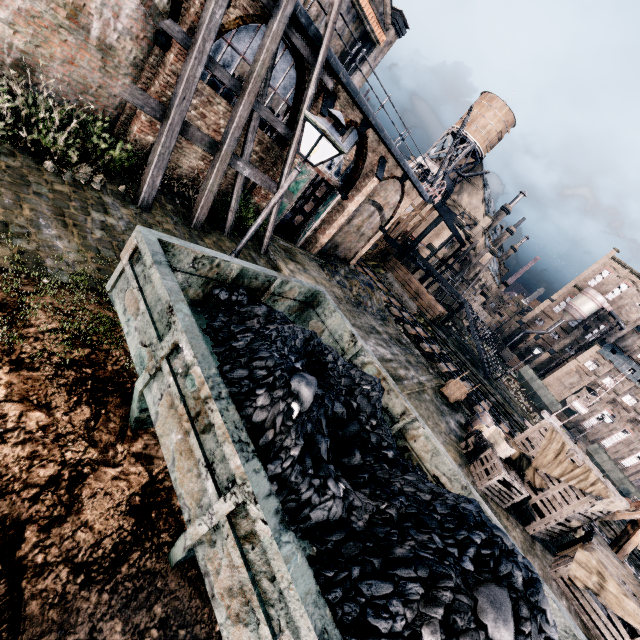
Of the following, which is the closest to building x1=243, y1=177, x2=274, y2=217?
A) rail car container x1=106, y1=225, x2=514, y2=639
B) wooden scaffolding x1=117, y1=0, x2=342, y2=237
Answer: wooden scaffolding x1=117, y1=0, x2=342, y2=237

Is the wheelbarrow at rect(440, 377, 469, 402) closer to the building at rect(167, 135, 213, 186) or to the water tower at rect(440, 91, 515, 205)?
the building at rect(167, 135, 213, 186)

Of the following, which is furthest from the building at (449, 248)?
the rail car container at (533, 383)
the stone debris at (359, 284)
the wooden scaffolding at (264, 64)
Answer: the wooden scaffolding at (264, 64)

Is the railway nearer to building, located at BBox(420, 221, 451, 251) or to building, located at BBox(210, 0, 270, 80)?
building, located at BBox(210, 0, 270, 80)

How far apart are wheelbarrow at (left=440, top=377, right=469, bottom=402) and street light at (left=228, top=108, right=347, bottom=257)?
15.6m

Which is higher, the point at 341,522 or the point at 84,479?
the point at 341,522

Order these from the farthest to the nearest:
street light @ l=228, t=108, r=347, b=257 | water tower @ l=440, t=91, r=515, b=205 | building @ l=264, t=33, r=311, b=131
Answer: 1. water tower @ l=440, t=91, r=515, b=205
2. building @ l=264, t=33, r=311, b=131
3. street light @ l=228, t=108, r=347, b=257

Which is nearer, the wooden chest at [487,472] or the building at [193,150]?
the wooden chest at [487,472]
